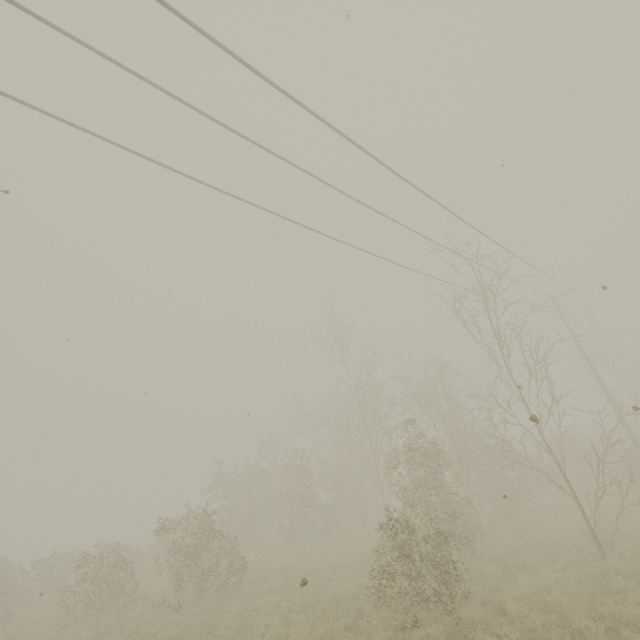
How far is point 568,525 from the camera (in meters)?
12.80
